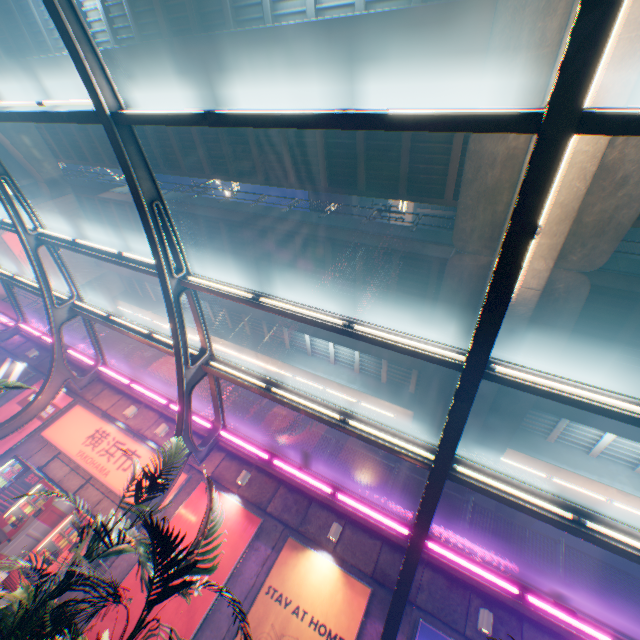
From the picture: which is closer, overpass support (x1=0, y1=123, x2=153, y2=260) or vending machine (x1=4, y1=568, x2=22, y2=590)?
vending machine (x1=4, y1=568, x2=22, y2=590)

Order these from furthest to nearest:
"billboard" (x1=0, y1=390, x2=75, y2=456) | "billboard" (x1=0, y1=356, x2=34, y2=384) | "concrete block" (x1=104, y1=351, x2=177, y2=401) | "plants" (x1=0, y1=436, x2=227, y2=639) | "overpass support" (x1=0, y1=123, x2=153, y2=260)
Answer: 1. "overpass support" (x1=0, y1=123, x2=153, y2=260)
2. "billboard" (x1=0, y1=356, x2=34, y2=384)
3. "concrete block" (x1=104, y1=351, x2=177, y2=401)
4. "billboard" (x1=0, y1=390, x2=75, y2=456)
5. "plants" (x1=0, y1=436, x2=227, y2=639)

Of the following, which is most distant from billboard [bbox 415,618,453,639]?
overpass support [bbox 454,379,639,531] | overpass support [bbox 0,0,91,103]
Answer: overpass support [bbox 454,379,639,531]

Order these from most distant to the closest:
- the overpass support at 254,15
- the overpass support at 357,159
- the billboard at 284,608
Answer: the overpass support at 357,159 → the billboard at 284,608 → the overpass support at 254,15

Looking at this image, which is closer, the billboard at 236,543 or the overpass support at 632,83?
the overpass support at 632,83

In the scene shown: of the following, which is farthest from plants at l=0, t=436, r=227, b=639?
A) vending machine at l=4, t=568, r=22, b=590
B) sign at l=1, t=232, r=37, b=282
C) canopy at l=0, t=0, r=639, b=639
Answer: sign at l=1, t=232, r=37, b=282

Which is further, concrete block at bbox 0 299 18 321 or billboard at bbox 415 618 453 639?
concrete block at bbox 0 299 18 321

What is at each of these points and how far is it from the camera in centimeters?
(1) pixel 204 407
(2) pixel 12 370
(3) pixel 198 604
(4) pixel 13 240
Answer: (1) concrete block, 1353cm
(2) billboard, 1582cm
(3) billboard, 848cm
(4) sign, 2173cm
